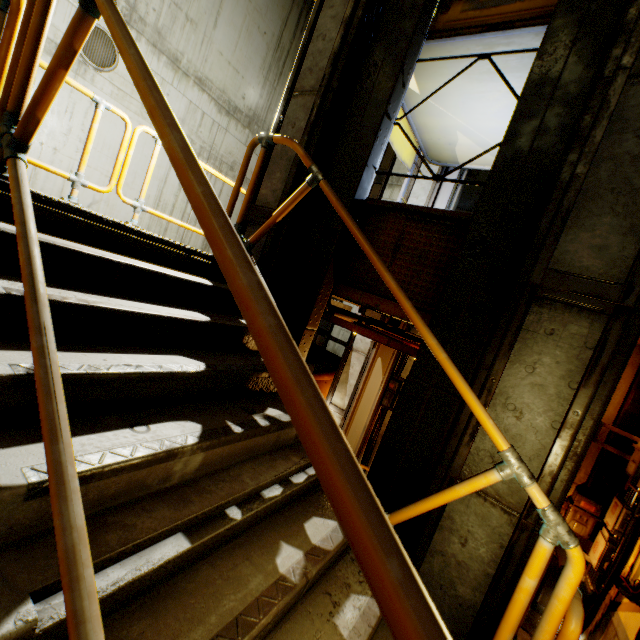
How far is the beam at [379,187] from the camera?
10.1m

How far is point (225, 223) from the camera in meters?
0.8

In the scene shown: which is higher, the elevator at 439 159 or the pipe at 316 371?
the elevator at 439 159

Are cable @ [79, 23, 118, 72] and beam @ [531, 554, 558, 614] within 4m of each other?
no

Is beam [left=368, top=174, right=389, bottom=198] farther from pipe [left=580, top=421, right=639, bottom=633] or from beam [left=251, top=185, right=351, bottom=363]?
beam [left=251, top=185, right=351, bottom=363]

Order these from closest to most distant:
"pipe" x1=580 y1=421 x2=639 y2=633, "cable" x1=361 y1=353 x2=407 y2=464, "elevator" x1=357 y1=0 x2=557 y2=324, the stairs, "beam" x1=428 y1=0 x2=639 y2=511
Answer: the stairs → "beam" x1=428 y1=0 x2=639 y2=511 → "elevator" x1=357 y1=0 x2=557 y2=324 → "pipe" x1=580 y1=421 x2=639 y2=633 → "cable" x1=361 y1=353 x2=407 y2=464

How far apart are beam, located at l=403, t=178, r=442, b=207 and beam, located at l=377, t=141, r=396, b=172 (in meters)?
2.72

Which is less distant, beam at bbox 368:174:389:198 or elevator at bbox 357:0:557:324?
elevator at bbox 357:0:557:324
